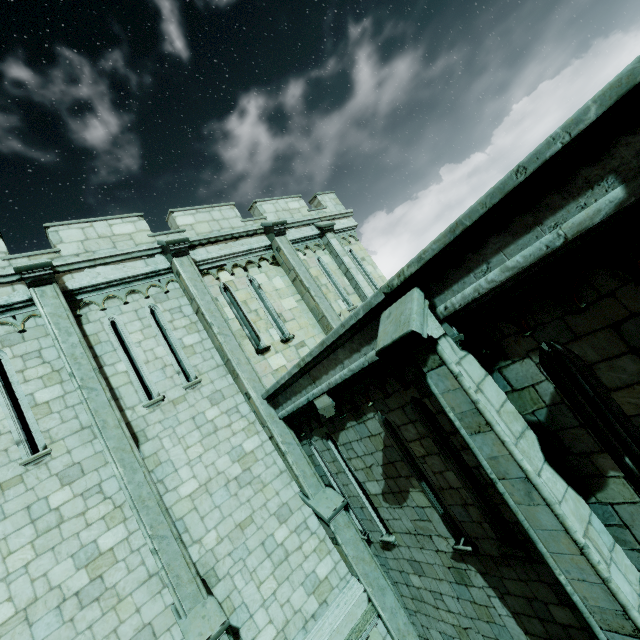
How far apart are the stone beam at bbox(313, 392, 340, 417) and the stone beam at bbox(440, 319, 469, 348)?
3.1m

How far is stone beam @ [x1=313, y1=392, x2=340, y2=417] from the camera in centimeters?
650cm

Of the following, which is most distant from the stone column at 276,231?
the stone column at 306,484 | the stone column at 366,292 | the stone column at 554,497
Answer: the stone column at 554,497

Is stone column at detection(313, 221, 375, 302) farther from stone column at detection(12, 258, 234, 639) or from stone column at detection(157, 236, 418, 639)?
stone column at detection(12, 258, 234, 639)

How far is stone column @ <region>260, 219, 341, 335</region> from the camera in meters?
10.9 m

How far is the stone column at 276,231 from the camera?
10.9m

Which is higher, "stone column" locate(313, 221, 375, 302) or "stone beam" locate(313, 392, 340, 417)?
"stone column" locate(313, 221, 375, 302)

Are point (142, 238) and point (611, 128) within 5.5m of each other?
no
